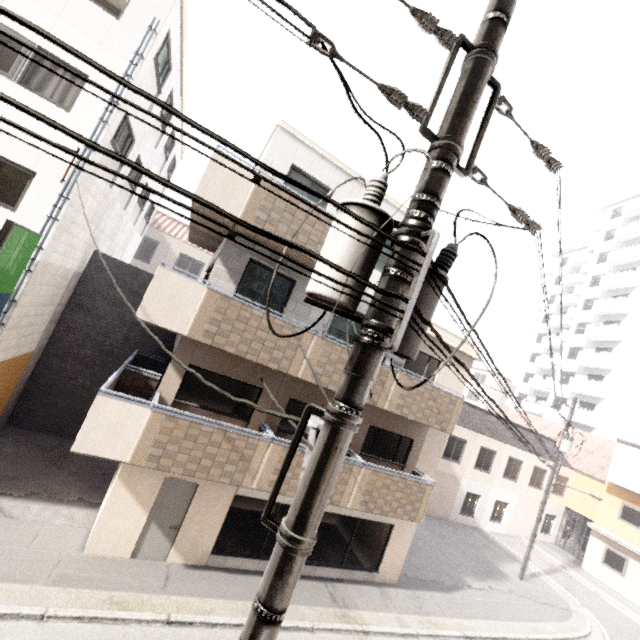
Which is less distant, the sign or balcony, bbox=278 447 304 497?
the sign

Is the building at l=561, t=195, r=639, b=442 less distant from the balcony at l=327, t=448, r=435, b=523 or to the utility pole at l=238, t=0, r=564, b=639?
the balcony at l=327, t=448, r=435, b=523

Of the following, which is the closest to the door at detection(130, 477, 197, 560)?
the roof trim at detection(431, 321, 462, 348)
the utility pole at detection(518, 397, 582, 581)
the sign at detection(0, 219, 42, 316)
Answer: the sign at detection(0, 219, 42, 316)

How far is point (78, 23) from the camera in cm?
850

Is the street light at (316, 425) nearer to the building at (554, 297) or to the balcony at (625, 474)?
the balcony at (625, 474)

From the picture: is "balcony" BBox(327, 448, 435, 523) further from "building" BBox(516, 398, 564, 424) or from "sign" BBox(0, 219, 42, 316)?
"building" BBox(516, 398, 564, 424)

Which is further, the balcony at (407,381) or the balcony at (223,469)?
the balcony at (407,381)

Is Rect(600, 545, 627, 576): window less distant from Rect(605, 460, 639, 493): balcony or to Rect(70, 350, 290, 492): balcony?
Rect(605, 460, 639, 493): balcony
